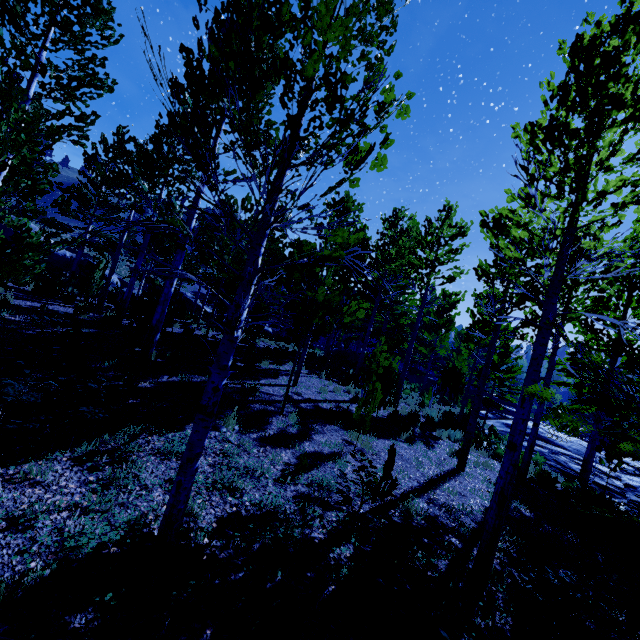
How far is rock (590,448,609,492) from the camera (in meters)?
14.30

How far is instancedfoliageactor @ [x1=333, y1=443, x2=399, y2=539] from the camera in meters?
4.2

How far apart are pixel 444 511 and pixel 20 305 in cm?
1391

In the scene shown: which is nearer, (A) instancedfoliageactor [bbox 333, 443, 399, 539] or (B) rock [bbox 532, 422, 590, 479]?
(A) instancedfoliageactor [bbox 333, 443, 399, 539]

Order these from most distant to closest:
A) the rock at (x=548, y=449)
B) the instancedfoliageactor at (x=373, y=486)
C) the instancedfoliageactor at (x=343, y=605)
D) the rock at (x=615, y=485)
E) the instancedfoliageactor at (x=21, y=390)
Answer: the rock at (x=548, y=449) < the rock at (x=615, y=485) < the instancedfoliageactor at (x=373, y=486) < the instancedfoliageactor at (x=21, y=390) < the instancedfoliageactor at (x=343, y=605)

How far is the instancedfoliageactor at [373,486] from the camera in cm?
418

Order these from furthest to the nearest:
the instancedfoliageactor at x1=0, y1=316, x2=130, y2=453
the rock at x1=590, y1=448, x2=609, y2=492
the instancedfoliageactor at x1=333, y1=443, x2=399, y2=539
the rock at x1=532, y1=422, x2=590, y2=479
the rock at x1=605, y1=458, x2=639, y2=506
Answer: the rock at x1=532, y1=422, x2=590, y2=479 < the rock at x1=590, y1=448, x2=609, y2=492 < the rock at x1=605, y1=458, x2=639, y2=506 < the instancedfoliageactor at x1=333, y1=443, x2=399, y2=539 < the instancedfoliageactor at x1=0, y1=316, x2=130, y2=453
